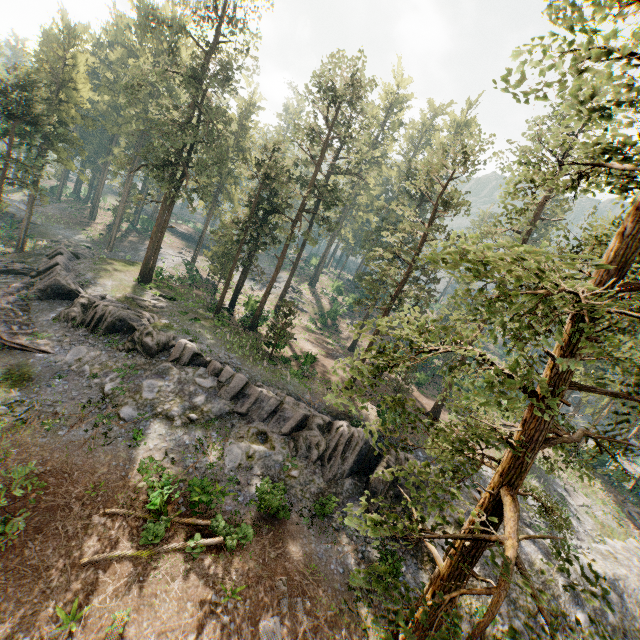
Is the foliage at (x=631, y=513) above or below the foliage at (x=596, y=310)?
below

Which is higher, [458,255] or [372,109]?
[372,109]

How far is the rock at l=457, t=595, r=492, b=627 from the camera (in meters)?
17.76

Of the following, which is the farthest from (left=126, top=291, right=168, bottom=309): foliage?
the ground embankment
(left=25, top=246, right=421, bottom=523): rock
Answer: the ground embankment

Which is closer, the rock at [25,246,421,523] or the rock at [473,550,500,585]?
the rock at [473,550,500,585]

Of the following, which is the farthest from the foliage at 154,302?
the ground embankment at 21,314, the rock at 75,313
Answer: the ground embankment at 21,314
